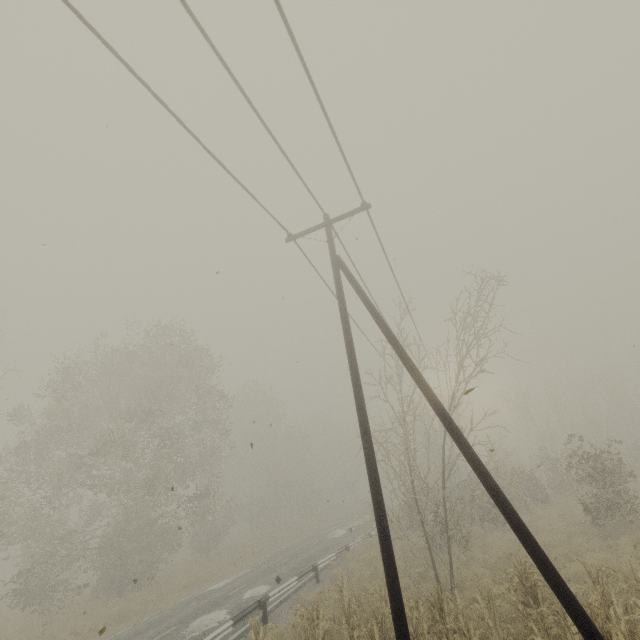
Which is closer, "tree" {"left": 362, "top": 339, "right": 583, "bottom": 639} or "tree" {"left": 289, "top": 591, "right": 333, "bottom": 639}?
"tree" {"left": 362, "top": 339, "right": 583, "bottom": 639}

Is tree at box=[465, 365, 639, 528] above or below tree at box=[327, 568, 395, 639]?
above

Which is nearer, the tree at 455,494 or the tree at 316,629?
the tree at 455,494

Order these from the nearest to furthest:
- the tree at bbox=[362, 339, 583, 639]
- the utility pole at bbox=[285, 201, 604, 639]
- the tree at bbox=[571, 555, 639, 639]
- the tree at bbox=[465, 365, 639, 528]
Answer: the utility pole at bbox=[285, 201, 604, 639], the tree at bbox=[571, 555, 639, 639], the tree at bbox=[362, 339, 583, 639], the tree at bbox=[465, 365, 639, 528]

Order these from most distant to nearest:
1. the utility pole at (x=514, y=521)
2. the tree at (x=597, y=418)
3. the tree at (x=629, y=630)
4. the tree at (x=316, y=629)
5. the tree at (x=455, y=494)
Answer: the tree at (x=597, y=418), the tree at (x=316, y=629), the tree at (x=455, y=494), the tree at (x=629, y=630), the utility pole at (x=514, y=521)

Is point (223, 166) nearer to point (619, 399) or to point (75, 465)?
point (75, 465)
